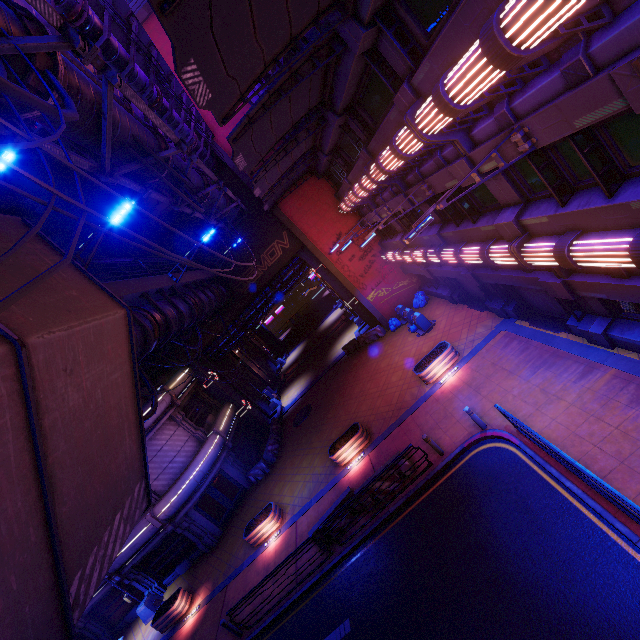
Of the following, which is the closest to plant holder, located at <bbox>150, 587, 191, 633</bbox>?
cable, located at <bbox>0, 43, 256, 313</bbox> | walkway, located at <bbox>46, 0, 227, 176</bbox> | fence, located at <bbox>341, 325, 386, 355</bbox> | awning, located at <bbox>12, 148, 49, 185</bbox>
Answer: fence, located at <bbox>341, 325, 386, 355</bbox>

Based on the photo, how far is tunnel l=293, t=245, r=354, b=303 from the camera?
25.59m

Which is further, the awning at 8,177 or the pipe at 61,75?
the awning at 8,177

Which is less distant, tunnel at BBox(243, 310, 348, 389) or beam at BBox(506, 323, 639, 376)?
beam at BBox(506, 323, 639, 376)

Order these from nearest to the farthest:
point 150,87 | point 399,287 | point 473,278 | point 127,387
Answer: point 127,387, point 150,87, point 473,278, point 399,287

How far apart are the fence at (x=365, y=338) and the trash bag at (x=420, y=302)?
2.8 meters

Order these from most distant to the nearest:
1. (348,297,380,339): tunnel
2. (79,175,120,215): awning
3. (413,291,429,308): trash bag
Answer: (348,297,380,339): tunnel → (413,291,429,308): trash bag → (79,175,120,215): awning
